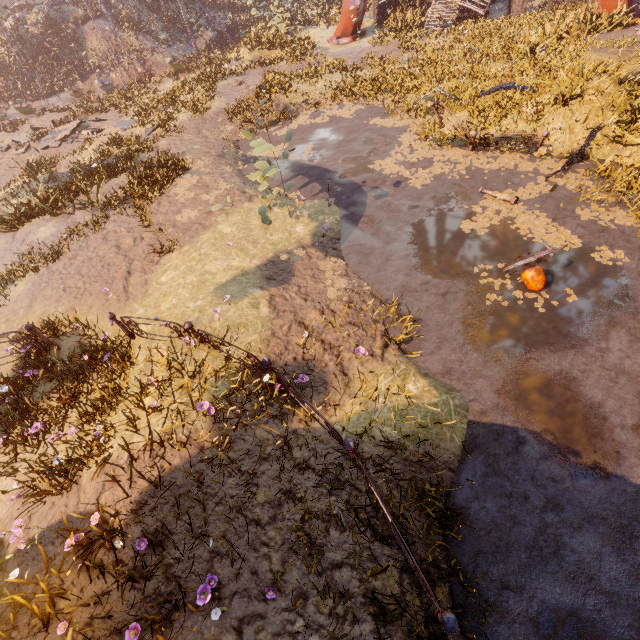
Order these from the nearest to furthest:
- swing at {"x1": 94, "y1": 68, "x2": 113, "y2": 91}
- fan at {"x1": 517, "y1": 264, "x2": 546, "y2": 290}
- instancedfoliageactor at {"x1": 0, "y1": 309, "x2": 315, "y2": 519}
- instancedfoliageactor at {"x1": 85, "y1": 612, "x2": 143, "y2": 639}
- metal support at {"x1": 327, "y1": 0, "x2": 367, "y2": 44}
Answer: instancedfoliageactor at {"x1": 85, "y1": 612, "x2": 143, "y2": 639}, instancedfoliageactor at {"x1": 0, "y1": 309, "x2": 315, "y2": 519}, fan at {"x1": 517, "y1": 264, "x2": 546, "y2": 290}, metal support at {"x1": 327, "y1": 0, "x2": 367, "y2": 44}, swing at {"x1": 94, "y1": 68, "x2": 113, "y2": 91}

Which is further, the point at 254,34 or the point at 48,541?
the point at 254,34

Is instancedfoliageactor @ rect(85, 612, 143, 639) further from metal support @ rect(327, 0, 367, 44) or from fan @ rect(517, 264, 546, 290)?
metal support @ rect(327, 0, 367, 44)

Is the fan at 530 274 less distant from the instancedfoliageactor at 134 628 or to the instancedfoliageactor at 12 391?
the instancedfoliageactor at 12 391

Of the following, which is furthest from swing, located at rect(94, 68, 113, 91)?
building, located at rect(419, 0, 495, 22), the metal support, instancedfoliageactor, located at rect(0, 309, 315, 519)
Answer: instancedfoliageactor, located at rect(0, 309, 315, 519)

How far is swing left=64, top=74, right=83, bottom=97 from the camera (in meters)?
24.80

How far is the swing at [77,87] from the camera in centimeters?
2480cm

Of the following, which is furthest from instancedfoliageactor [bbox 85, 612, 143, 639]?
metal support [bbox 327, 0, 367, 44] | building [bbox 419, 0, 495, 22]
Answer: building [bbox 419, 0, 495, 22]
